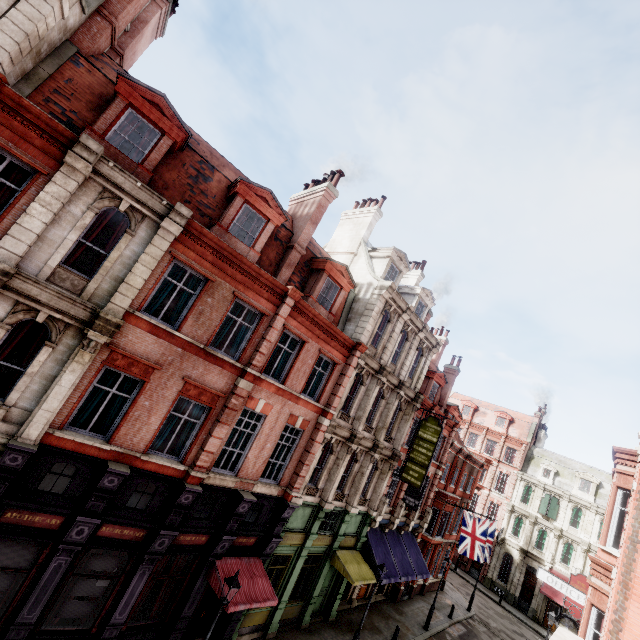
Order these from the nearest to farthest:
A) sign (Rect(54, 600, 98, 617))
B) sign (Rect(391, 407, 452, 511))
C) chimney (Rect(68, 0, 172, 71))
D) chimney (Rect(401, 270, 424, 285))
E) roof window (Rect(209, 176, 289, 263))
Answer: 1. sign (Rect(54, 600, 98, 617))
2. chimney (Rect(68, 0, 172, 71))
3. roof window (Rect(209, 176, 289, 263))
4. sign (Rect(391, 407, 452, 511))
5. chimney (Rect(401, 270, 424, 285))

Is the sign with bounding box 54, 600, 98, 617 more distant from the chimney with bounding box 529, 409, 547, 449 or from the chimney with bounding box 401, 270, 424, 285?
the chimney with bounding box 529, 409, 547, 449

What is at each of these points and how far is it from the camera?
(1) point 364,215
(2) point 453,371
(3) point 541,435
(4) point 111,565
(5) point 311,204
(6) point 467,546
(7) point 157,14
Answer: (1) chimney, 22.0 meters
(2) chimney, 28.9 meters
(3) chimney, 45.5 meters
(4) sign, 10.4 meters
(5) chimney, 15.9 meters
(6) flag, 24.4 meters
(7) chimney, 14.1 meters

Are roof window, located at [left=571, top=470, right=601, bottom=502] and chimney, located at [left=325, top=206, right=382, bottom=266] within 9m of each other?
no

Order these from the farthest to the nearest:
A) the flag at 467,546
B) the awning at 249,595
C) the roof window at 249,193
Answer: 1. the flag at 467,546
2. the roof window at 249,193
3. the awning at 249,595

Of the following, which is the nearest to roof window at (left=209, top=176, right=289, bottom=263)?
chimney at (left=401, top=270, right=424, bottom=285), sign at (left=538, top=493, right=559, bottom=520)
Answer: chimney at (left=401, top=270, right=424, bottom=285)

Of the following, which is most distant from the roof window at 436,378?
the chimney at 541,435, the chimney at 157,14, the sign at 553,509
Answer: the chimney at 541,435

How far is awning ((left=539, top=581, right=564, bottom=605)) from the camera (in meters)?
33.36
